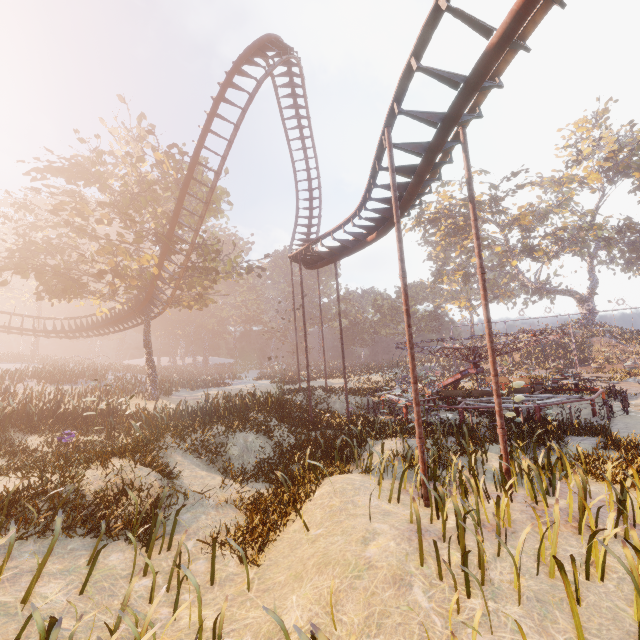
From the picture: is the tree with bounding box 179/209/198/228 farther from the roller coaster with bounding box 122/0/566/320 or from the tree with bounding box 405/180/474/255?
the tree with bounding box 405/180/474/255

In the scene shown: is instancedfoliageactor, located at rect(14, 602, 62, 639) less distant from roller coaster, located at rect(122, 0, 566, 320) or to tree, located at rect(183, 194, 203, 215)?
Answer: roller coaster, located at rect(122, 0, 566, 320)

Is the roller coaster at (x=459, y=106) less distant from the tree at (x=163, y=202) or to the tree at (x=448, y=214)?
the tree at (x=163, y=202)

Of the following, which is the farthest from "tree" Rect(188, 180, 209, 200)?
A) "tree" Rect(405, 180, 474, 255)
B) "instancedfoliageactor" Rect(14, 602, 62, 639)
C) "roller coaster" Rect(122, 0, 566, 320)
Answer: "tree" Rect(405, 180, 474, 255)

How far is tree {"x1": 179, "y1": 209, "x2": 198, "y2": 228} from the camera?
23.0m

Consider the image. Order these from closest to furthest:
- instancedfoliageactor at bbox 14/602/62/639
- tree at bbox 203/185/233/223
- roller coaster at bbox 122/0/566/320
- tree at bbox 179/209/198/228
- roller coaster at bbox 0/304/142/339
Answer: instancedfoliageactor at bbox 14/602/62/639 → roller coaster at bbox 122/0/566/320 → tree at bbox 179/209/198/228 → tree at bbox 203/185/233/223 → roller coaster at bbox 0/304/142/339

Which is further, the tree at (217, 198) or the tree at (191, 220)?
the tree at (217, 198)

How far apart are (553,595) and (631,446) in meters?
8.8
